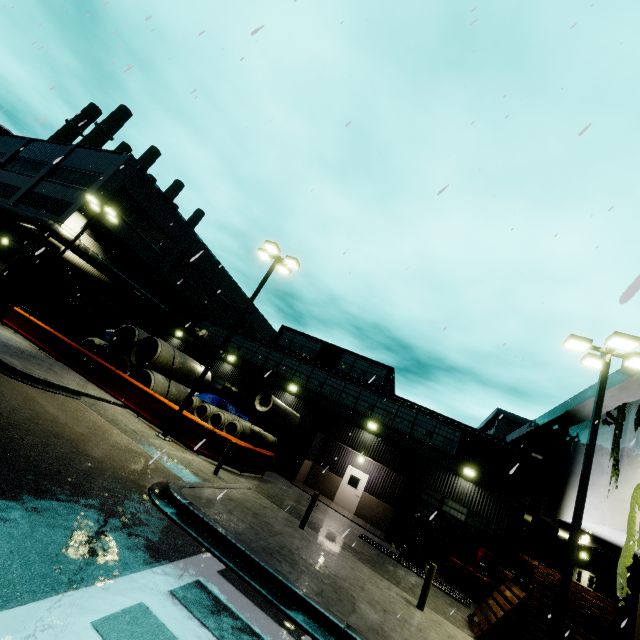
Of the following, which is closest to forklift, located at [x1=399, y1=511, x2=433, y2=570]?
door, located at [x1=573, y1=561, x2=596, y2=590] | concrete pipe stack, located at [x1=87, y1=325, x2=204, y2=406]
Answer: concrete pipe stack, located at [x1=87, y1=325, x2=204, y2=406]

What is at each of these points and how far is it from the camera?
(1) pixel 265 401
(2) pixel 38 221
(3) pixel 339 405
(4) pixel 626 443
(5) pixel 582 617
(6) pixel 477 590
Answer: (1) concrete pipe, 18.39m
(2) vent duct, 21.39m
(3) building, 21.77m
(4) building, 12.61m
(5) pallet, 9.27m
(6) oil drum, 14.73m

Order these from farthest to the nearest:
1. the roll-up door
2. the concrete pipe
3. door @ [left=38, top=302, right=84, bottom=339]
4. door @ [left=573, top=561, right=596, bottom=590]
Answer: door @ [left=38, top=302, right=84, bottom=339], the roll-up door, door @ [left=573, top=561, right=596, bottom=590], the concrete pipe

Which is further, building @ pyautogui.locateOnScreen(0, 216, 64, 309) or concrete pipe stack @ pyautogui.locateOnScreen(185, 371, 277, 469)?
building @ pyautogui.locateOnScreen(0, 216, 64, 309)

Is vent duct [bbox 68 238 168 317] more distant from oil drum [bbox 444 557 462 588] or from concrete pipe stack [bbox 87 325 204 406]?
oil drum [bbox 444 557 462 588]

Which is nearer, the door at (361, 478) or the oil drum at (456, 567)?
the oil drum at (456, 567)

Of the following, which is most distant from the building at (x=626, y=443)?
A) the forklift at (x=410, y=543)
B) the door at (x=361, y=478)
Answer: the forklift at (x=410, y=543)

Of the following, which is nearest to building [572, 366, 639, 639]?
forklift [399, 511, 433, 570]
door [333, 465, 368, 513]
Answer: door [333, 465, 368, 513]
